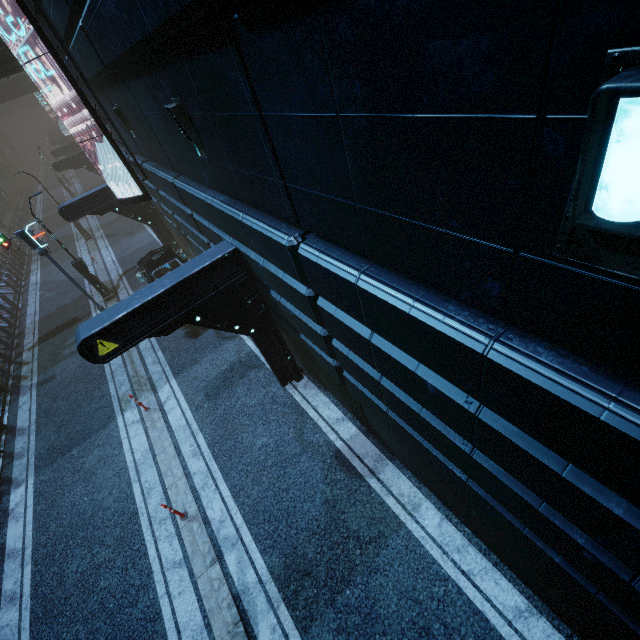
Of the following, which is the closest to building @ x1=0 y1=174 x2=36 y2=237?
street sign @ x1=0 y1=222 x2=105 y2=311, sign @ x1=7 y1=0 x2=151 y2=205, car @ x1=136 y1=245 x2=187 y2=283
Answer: sign @ x1=7 y1=0 x2=151 y2=205

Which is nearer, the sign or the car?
the sign

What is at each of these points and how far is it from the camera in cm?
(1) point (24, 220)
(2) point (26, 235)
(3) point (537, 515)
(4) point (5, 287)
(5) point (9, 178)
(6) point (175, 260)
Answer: (1) building, 3403
(2) street sign, 1178
(3) building, 330
(4) building, 2145
(5) sm, 4747
(6) car, 1463

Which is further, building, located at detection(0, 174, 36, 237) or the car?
building, located at detection(0, 174, 36, 237)

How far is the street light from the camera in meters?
14.2

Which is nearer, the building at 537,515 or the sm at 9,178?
the building at 537,515

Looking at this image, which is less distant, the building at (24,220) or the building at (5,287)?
the building at (5,287)

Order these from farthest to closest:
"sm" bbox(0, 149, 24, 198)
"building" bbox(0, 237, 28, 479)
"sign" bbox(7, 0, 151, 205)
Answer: "sm" bbox(0, 149, 24, 198) → "building" bbox(0, 237, 28, 479) → "sign" bbox(7, 0, 151, 205)
